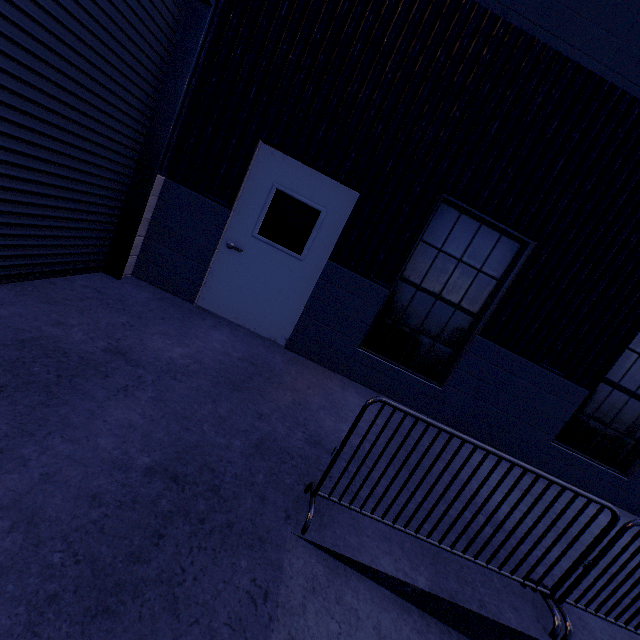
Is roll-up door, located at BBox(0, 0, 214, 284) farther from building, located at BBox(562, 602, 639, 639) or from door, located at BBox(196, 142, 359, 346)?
door, located at BBox(196, 142, 359, 346)

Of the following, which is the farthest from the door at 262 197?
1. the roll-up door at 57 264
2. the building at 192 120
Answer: the roll-up door at 57 264

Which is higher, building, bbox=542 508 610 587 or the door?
the door

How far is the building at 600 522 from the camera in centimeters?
285cm

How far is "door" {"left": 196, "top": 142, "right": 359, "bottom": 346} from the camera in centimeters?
445cm

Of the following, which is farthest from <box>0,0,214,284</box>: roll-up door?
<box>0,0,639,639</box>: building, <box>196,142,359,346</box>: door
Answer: <box>196,142,359,346</box>: door

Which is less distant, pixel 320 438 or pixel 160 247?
pixel 320 438

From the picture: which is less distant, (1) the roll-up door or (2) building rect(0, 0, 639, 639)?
(2) building rect(0, 0, 639, 639)
